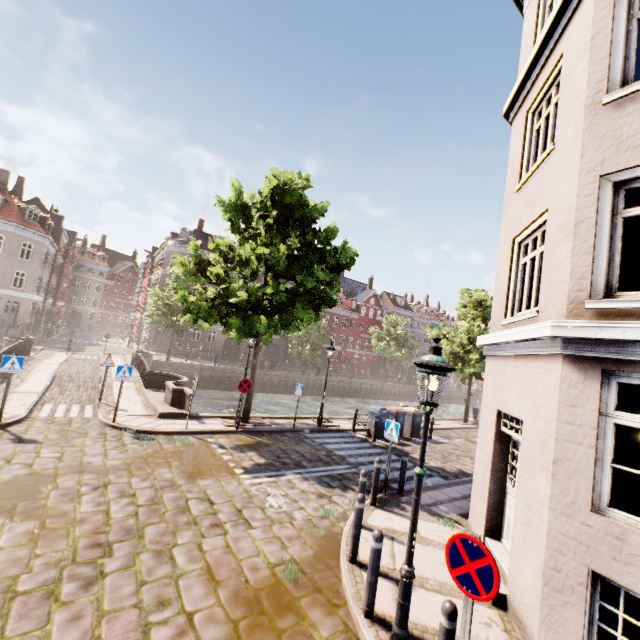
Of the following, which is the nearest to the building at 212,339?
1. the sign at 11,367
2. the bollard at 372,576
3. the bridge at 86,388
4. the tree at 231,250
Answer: the tree at 231,250

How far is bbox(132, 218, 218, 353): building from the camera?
40.5 meters

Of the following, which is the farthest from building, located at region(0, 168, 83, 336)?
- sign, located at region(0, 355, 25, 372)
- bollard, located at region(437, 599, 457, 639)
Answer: bollard, located at region(437, 599, 457, 639)

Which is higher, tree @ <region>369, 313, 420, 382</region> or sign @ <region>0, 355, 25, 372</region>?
tree @ <region>369, 313, 420, 382</region>

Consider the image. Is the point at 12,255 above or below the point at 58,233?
below

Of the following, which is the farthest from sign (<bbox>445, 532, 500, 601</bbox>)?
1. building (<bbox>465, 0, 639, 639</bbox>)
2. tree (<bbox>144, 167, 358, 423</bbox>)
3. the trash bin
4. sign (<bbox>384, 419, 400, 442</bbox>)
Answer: building (<bbox>465, 0, 639, 639</bbox>)

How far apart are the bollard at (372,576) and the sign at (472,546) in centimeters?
140cm

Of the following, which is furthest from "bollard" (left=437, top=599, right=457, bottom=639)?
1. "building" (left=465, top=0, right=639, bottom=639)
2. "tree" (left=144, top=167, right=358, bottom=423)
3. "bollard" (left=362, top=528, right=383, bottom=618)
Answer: "building" (left=465, top=0, right=639, bottom=639)
